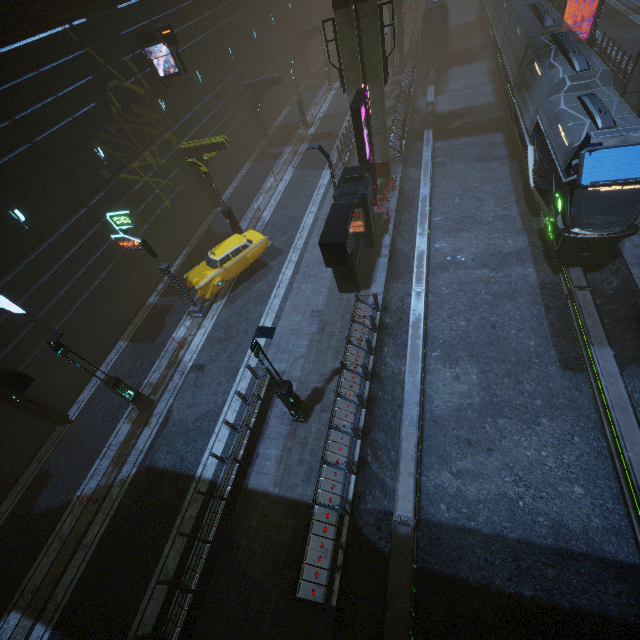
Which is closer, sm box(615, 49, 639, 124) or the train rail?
the train rail

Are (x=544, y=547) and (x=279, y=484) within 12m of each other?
yes

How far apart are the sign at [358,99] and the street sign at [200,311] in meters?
11.4 m

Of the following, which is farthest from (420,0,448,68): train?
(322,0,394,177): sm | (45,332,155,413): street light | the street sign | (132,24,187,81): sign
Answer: (45,332,155,413): street light

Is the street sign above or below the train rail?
above

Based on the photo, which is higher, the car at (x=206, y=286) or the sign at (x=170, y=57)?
the sign at (x=170, y=57)

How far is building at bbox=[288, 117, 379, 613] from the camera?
9.1m

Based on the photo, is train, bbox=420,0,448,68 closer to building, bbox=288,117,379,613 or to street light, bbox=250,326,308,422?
building, bbox=288,117,379,613
